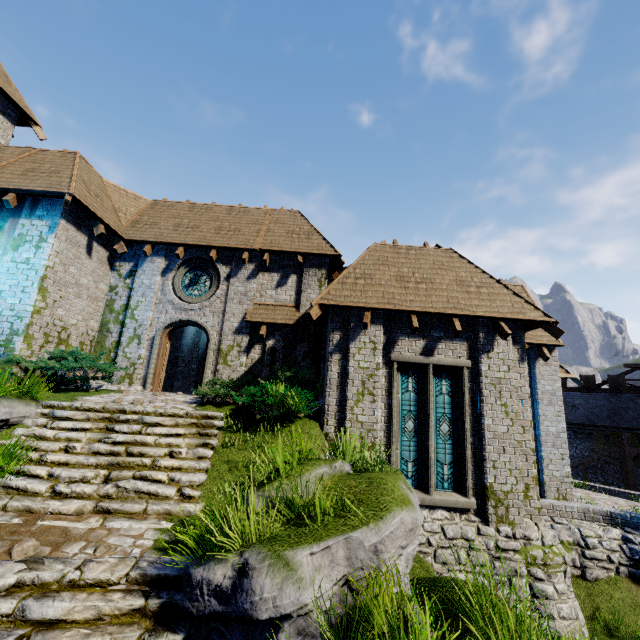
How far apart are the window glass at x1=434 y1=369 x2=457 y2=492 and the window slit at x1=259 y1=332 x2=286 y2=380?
5.4 meters

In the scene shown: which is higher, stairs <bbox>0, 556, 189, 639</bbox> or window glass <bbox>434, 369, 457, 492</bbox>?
window glass <bbox>434, 369, 457, 492</bbox>

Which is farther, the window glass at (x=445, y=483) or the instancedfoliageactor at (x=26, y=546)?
the window glass at (x=445, y=483)

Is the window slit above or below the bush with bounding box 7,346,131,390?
above

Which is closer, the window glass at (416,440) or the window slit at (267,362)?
the window glass at (416,440)

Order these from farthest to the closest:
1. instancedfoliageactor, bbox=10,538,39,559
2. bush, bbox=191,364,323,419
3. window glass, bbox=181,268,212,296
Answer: window glass, bbox=181,268,212,296, bush, bbox=191,364,323,419, instancedfoliageactor, bbox=10,538,39,559

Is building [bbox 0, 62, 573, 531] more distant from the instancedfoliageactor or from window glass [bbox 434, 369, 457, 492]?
the instancedfoliageactor

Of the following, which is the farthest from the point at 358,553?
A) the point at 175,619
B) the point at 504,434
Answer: the point at 504,434
